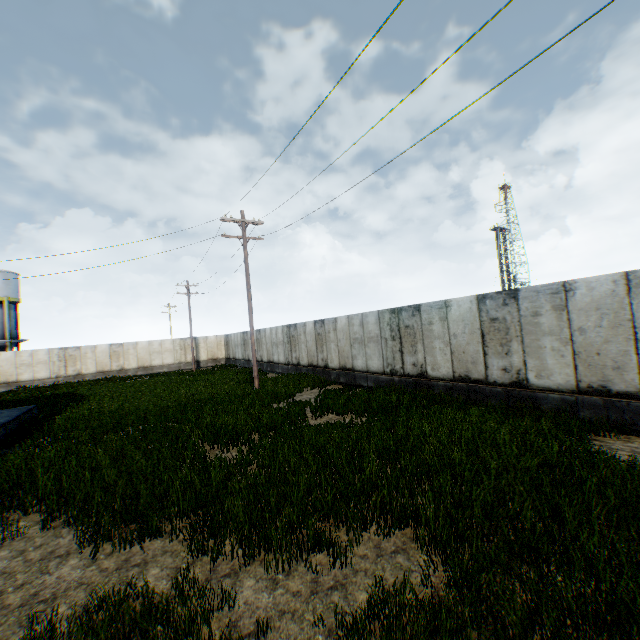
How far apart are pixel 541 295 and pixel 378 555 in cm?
801
